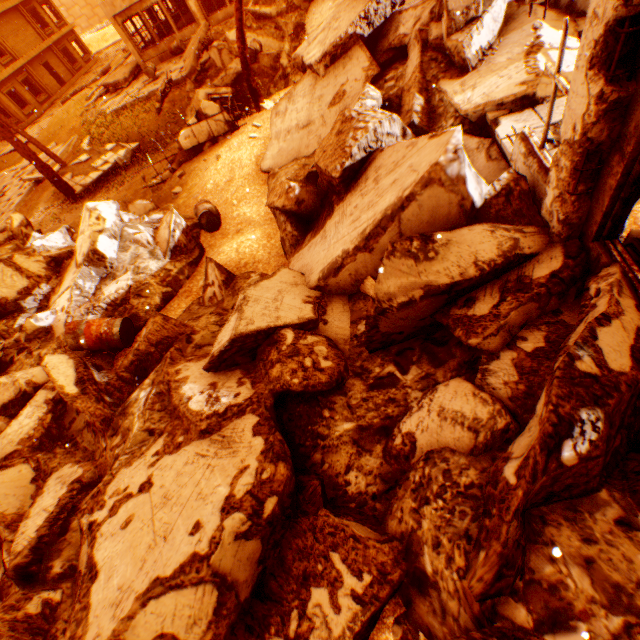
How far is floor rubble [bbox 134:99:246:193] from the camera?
10.2 meters

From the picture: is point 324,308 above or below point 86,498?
below

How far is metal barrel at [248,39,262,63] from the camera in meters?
12.9 m

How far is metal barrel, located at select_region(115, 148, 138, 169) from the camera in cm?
1425

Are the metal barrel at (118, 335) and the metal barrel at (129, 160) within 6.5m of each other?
no

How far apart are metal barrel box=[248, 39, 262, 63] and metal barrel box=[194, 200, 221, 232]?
9.1m

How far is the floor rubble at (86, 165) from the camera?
14.1 meters

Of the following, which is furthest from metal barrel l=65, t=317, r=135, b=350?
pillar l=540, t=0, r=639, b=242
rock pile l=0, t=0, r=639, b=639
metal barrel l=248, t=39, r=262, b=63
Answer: metal barrel l=248, t=39, r=262, b=63
